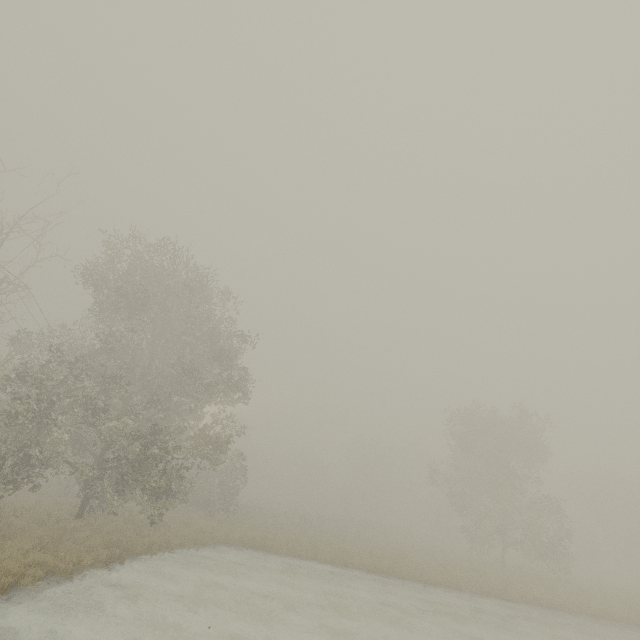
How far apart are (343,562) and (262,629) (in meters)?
12.11
